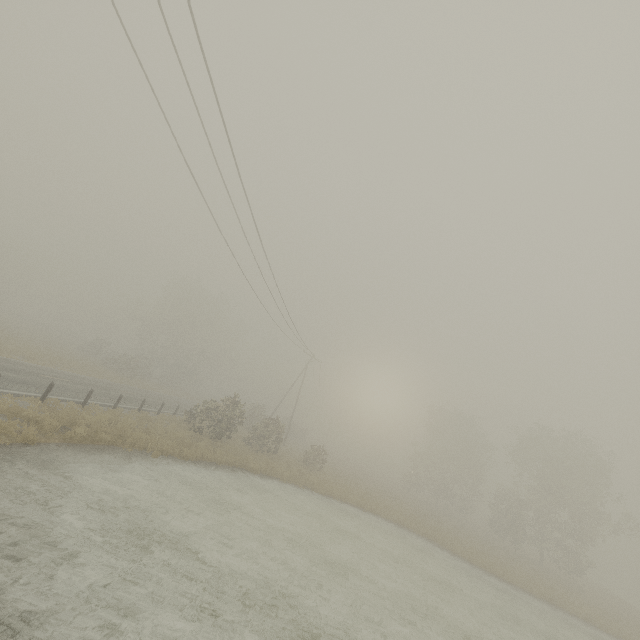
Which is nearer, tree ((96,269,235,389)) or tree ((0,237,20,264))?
tree ((96,269,235,389))

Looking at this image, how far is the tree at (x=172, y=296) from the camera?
43.91m

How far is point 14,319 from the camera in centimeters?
4650cm

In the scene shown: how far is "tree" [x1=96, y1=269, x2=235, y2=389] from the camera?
43.9 meters

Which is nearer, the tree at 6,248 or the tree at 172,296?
the tree at 172,296
